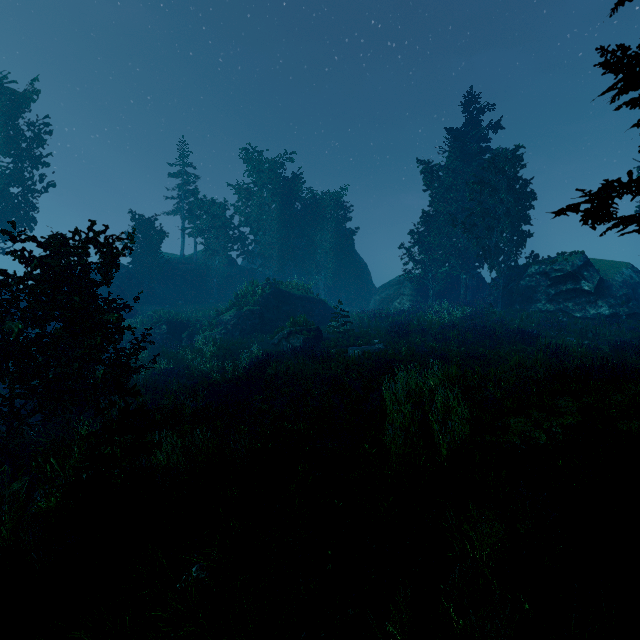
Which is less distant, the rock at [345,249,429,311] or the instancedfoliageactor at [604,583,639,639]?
the instancedfoliageactor at [604,583,639,639]

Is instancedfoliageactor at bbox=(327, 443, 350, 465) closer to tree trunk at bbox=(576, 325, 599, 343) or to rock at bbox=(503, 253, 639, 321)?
rock at bbox=(503, 253, 639, 321)

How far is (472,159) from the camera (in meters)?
31.12

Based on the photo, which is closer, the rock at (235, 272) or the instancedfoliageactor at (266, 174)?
the instancedfoliageactor at (266, 174)

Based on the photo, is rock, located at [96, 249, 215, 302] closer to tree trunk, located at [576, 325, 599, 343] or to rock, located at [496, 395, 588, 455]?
tree trunk, located at [576, 325, 599, 343]

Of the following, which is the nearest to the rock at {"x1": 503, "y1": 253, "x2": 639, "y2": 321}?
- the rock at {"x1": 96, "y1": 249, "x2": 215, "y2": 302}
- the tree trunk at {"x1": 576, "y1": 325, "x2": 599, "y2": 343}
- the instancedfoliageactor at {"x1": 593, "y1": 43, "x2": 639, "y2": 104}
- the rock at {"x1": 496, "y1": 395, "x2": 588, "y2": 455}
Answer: the instancedfoliageactor at {"x1": 593, "y1": 43, "x2": 639, "y2": 104}

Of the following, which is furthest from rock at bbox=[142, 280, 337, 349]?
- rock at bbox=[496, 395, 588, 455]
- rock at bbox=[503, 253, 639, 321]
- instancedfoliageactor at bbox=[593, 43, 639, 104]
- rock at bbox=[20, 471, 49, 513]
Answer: rock at bbox=[496, 395, 588, 455]

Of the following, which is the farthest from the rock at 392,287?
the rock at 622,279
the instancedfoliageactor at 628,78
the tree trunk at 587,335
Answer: the tree trunk at 587,335
